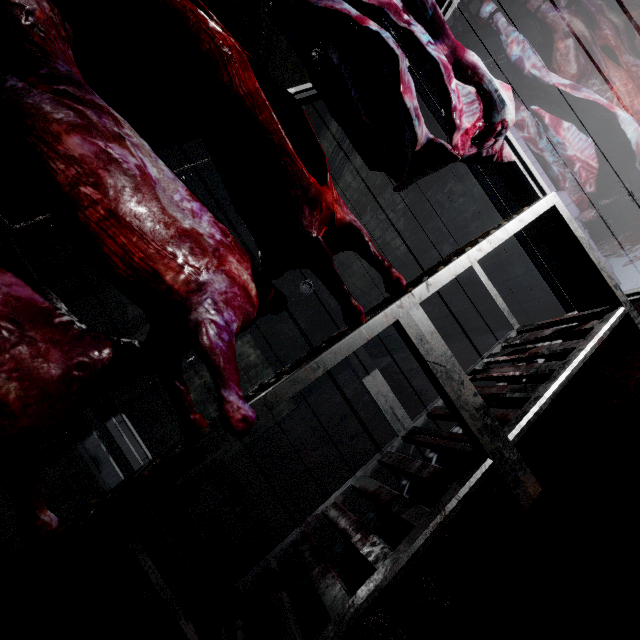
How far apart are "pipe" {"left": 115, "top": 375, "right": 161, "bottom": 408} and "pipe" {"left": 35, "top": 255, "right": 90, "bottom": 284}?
1.7m

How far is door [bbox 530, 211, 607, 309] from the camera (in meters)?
1.94

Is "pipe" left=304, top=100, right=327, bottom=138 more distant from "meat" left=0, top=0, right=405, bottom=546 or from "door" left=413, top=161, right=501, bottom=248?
"meat" left=0, top=0, right=405, bottom=546

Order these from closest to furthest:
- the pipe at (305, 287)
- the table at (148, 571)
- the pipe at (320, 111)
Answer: the table at (148, 571), the pipe at (320, 111), the pipe at (305, 287)

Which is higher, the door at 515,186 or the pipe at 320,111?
the pipe at 320,111

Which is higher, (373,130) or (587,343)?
(373,130)

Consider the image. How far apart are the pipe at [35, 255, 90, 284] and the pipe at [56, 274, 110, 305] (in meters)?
0.17
